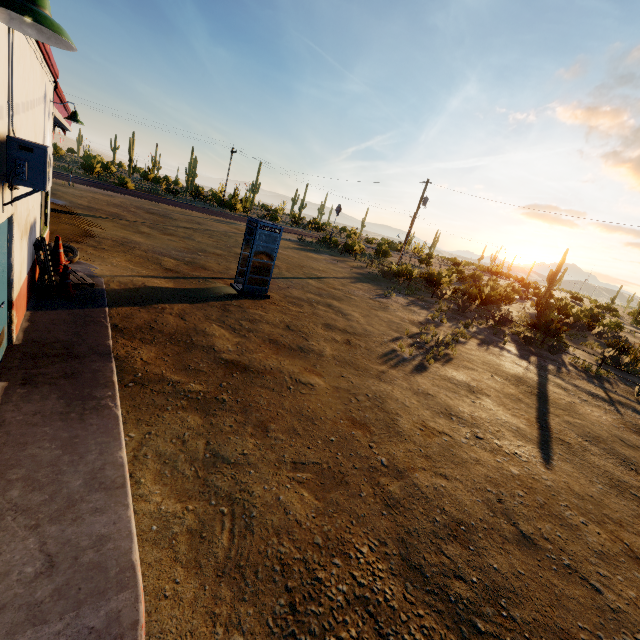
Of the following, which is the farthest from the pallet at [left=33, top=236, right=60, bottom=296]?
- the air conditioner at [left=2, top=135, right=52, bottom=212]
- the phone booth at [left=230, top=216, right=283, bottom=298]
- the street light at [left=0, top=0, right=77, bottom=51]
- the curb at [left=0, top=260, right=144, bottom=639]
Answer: the street light at [left=0, top=0, right=77, bottom=51]

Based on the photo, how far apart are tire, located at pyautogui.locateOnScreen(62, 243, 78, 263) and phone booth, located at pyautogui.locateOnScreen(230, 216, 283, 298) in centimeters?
475cm

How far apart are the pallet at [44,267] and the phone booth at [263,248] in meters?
4.3

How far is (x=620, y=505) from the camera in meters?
6.0 m

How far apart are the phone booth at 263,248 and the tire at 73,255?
4.7m

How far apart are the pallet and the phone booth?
4.35m

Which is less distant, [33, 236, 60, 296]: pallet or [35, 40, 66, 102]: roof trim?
[35, 40, 66, 102]: roof trim

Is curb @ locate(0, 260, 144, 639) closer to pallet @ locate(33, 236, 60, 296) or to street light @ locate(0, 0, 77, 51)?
pallet @ locate(33, 236, 60, 296)
